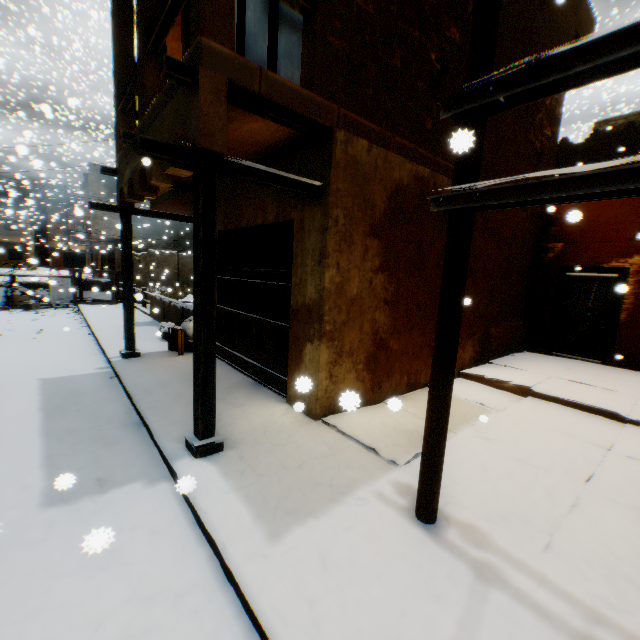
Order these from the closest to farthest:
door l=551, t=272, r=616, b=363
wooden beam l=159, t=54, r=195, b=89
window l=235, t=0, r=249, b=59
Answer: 1. wooden beam l=159, t=54, r=195, b=89
2. window l=235, t=0, r=249, b=59
3. door l=551, t=272, r=616, b=363

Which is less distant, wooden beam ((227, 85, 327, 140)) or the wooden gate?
wooden beam ((227, 85, 327, 140))

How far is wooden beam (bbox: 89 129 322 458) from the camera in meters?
3.1

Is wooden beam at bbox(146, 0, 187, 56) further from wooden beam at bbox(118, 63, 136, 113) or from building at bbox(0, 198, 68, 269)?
wooden beam at bbox(118, 63, 136, 113)

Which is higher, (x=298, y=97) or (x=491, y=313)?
(x=298, y=97)

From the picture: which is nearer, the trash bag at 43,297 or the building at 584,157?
the building at 584,157

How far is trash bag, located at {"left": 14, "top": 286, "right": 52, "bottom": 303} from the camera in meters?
12.4

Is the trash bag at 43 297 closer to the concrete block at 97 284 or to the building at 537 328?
the concrete block at 97 284
